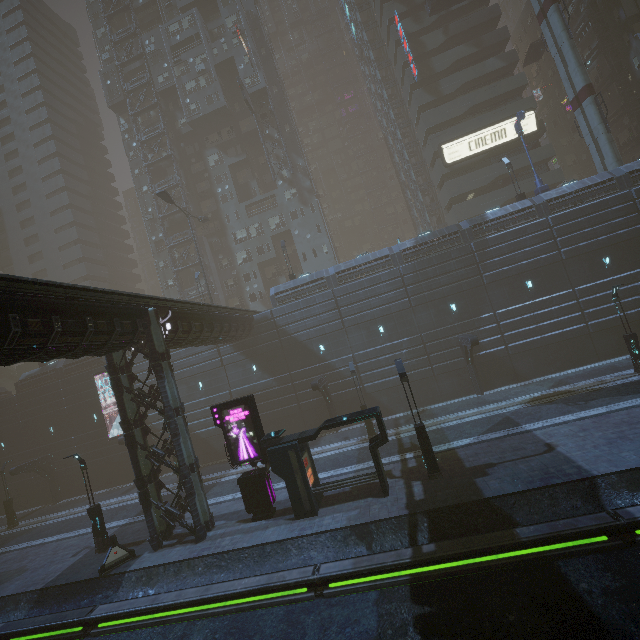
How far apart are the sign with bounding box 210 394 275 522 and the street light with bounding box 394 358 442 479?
7.35m

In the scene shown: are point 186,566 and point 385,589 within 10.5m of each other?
yes

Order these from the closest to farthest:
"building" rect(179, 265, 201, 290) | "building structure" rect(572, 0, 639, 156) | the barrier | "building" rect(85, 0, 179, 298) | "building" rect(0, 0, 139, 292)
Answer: the barrier → "building structure" rect(572, 0, 639, 156) → "building" rect(179, 265, 201, 290) → "building" rect(85, 0, 179, 298) → "building" rect(0, 0, 139, 292)

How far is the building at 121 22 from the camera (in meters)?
49.62

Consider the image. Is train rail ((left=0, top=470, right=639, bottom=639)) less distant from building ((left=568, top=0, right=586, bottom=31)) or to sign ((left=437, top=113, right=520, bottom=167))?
building ((left=568, top=0, right=586, bottom=31))

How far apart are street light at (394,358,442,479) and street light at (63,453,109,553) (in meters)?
18.02

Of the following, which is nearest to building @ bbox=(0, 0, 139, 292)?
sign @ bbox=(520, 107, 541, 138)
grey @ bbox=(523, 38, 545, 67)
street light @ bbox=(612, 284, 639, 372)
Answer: sign @ bbox=(520, 107, 541, 138)
